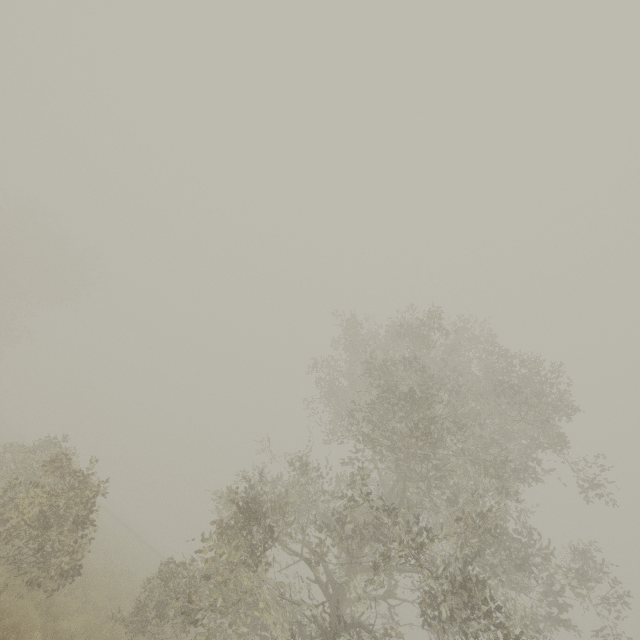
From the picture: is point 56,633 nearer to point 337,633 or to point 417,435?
point 337,633
